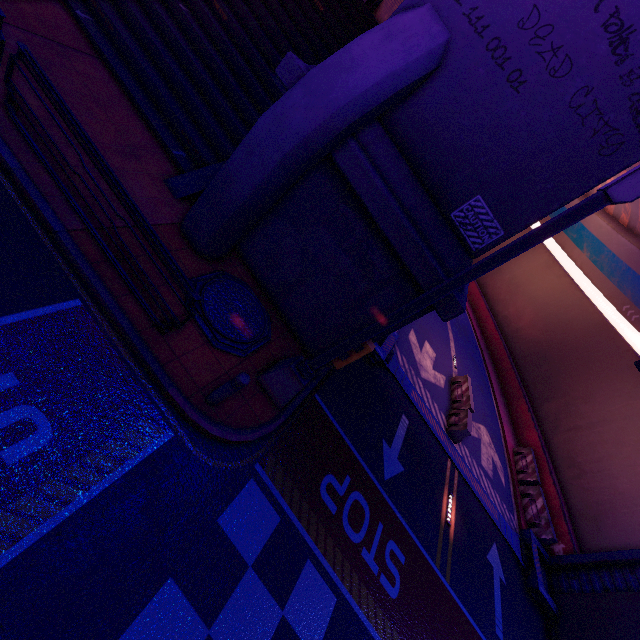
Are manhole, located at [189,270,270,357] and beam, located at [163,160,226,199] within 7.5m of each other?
yes

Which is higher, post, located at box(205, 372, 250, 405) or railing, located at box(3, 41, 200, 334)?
railing, located at box(3, 41, 200, 334)

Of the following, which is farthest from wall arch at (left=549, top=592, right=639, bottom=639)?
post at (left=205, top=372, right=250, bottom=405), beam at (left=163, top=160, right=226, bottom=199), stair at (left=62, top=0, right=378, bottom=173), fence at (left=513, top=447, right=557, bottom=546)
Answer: post at (left=205, top=372, right=250, bottom=405)

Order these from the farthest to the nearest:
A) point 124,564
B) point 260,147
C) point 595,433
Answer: point 595,433 → point 260,147 → point 124,564

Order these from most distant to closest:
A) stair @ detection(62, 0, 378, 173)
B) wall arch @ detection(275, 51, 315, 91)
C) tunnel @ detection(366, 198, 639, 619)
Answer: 1. tunnel @ detection(366, 198, 639, 619)
2. stair @ detection(62, 0, 378, 173)
3. wall arch @ detection(275, 51, 315, 91)

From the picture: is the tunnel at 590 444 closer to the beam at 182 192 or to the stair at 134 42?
the stair at 134 42

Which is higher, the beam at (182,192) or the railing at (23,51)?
the railing at (23,51)

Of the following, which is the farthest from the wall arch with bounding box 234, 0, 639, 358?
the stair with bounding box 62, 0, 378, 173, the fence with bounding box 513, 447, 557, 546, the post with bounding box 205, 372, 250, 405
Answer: the post with bounding box 205, 372, 250, 405
